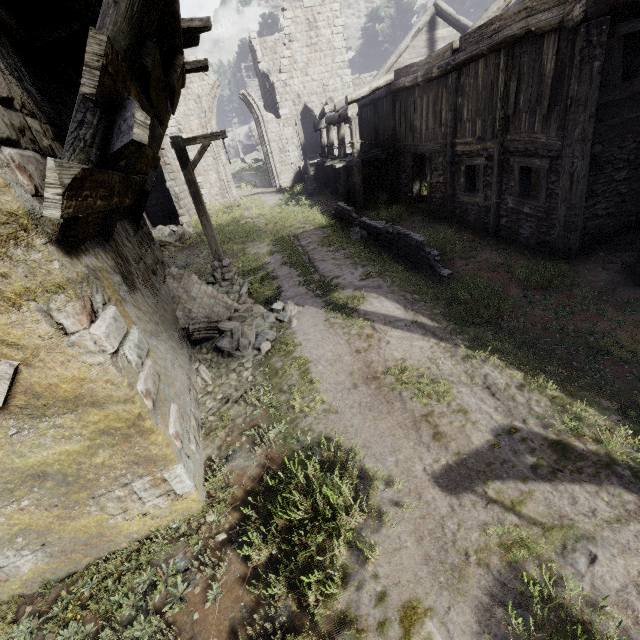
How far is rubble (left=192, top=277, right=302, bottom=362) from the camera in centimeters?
767cm

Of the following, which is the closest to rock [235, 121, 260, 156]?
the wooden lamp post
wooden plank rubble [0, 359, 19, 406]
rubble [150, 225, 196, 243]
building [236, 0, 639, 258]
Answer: building [236, 0, 639, 258]

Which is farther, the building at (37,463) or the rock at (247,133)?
the rock at (247,133)

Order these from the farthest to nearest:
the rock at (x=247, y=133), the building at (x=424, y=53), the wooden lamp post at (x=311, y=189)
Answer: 1. the rock at (x=247, y=133)
2. the wooden lamp post at (x=311, y=189)
3. the building at (x=424, y=53)

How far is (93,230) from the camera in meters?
4.0

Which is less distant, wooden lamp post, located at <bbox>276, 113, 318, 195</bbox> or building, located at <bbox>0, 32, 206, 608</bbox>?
building, located at <bbox>0, 32, 206, 608</bbox>

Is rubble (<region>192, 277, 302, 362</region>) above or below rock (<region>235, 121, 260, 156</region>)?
below

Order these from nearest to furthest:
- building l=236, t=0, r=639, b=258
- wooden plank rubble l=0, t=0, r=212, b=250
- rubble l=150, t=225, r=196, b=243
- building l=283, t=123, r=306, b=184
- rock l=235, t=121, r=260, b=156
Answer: wooden plank rubble l=0, t=0, r=212, b=250
building l=236, t=0, r=639, b=258
rubble l=150, t=225, r=196, b=243
building l=283, t=123, r=306, b=184
rock l=235, t=121, r=260, b=156
